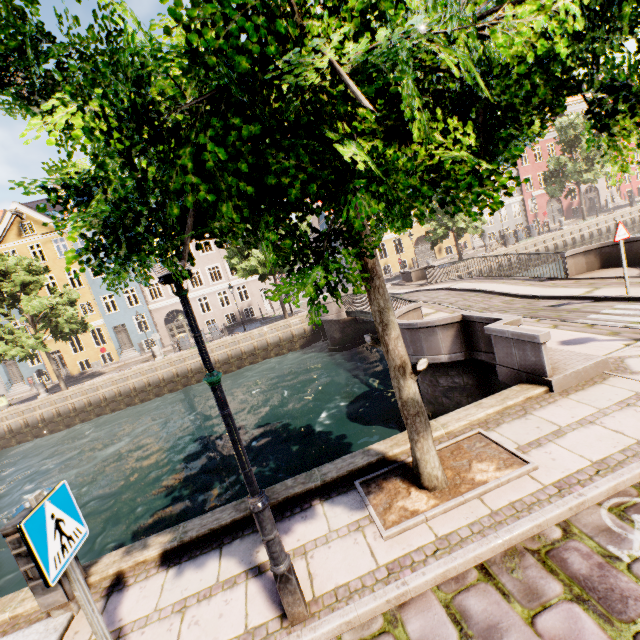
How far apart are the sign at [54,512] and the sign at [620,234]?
11.38m

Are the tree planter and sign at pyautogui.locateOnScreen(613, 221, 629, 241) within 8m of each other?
yes

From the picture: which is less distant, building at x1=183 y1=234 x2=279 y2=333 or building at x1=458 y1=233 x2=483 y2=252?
building at x1=183 y1=234 x2=279 y2=333

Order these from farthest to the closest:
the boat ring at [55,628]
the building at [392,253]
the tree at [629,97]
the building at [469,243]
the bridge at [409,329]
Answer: the building at [469,243]
the building at [392,253]
the bridge at [409,329]
the boat ring at [55,628]
the tree at [629,97]

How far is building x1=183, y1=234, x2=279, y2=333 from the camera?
32.2m

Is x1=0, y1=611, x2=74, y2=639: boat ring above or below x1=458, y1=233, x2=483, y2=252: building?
below

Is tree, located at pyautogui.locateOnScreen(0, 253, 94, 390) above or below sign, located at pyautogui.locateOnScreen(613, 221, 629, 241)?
above

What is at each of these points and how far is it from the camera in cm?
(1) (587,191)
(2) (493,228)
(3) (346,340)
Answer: (1) building, 4466
(2) building, 3847
(3) bridge, 2052
